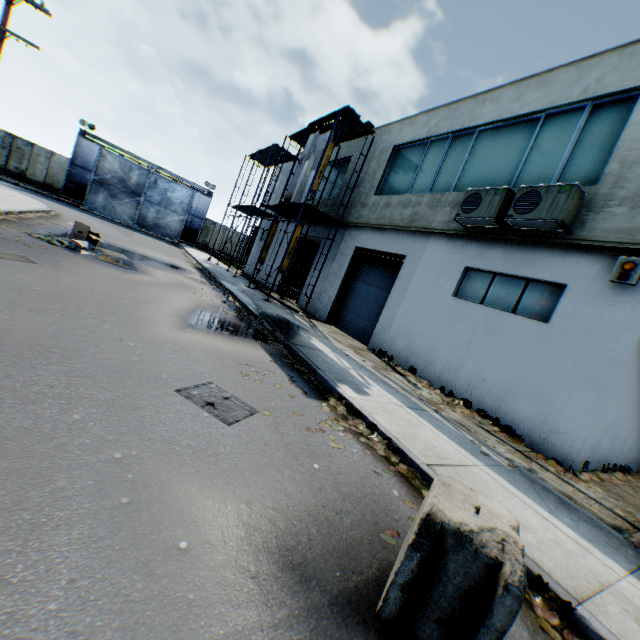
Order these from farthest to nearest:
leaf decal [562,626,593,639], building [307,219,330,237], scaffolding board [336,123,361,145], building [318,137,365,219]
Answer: building [307,219,330,237]
building [318,137,365,219]
scaffolding board [336,123,361,145]
leaf decal [562,626,593,639]

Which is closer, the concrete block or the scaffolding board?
the concrete block

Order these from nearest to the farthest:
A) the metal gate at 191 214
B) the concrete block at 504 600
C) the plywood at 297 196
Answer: the concrete block at 504 600, the plywood at 297 196, the metal gate at 191 214

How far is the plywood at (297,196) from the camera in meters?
14.6 m

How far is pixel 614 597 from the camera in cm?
319

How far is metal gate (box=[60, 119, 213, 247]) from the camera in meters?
28.0

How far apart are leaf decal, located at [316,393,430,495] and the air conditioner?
6.43m

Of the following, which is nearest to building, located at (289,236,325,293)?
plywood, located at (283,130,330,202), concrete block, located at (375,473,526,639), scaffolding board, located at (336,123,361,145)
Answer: scaffolding board, located at (336,123,361,145)
